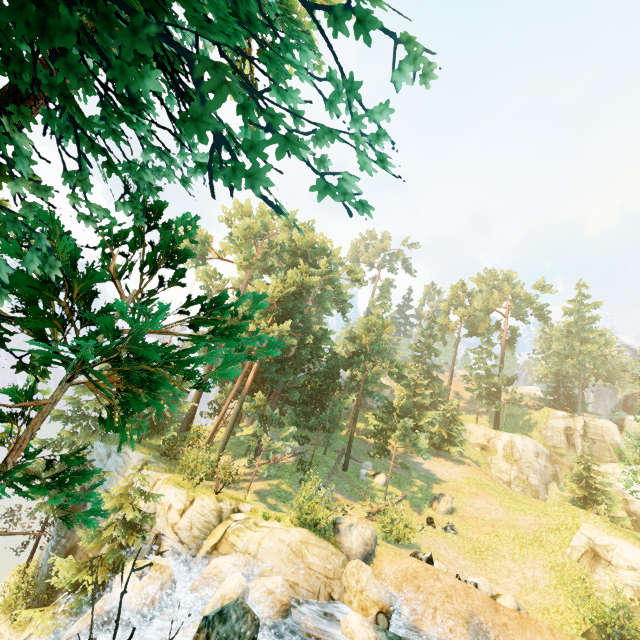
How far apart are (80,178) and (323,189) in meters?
3.4 m

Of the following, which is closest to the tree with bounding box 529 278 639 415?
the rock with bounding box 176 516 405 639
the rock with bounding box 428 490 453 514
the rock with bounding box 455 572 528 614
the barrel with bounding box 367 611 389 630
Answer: the rock with bounding box 428 490 453 514

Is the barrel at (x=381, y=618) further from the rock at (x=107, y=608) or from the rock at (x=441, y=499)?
the rock at (x=441, y=499)

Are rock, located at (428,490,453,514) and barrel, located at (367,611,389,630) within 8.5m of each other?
no

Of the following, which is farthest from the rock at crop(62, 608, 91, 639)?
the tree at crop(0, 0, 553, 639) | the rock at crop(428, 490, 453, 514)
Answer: the rock at crop(428, 490, 453, 514)

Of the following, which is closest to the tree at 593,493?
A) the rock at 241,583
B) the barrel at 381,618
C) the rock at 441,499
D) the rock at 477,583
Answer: the rock at 441,499

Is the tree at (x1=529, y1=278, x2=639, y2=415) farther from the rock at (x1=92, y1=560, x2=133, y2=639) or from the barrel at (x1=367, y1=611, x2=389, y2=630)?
the barrel at (x1=367, y1=611, x2=389, y2=630)

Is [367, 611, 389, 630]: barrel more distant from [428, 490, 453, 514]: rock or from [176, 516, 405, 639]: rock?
[428, 490, 453, 514]: rock
